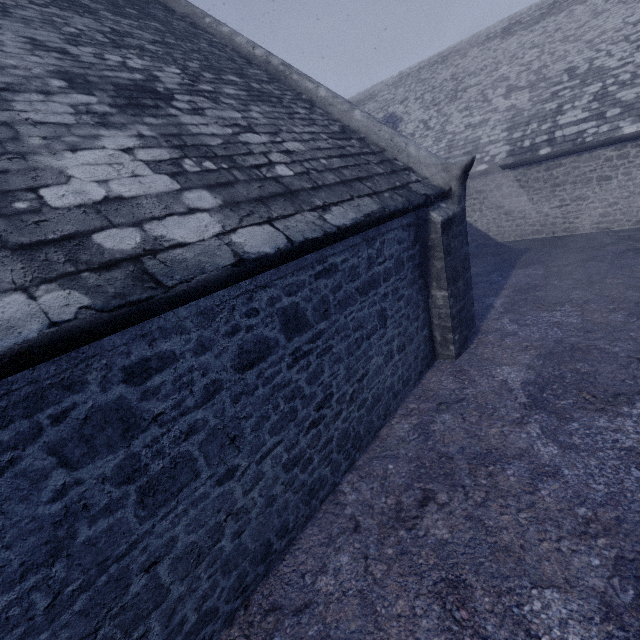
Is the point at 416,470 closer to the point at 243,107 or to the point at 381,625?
the point at 381,625
